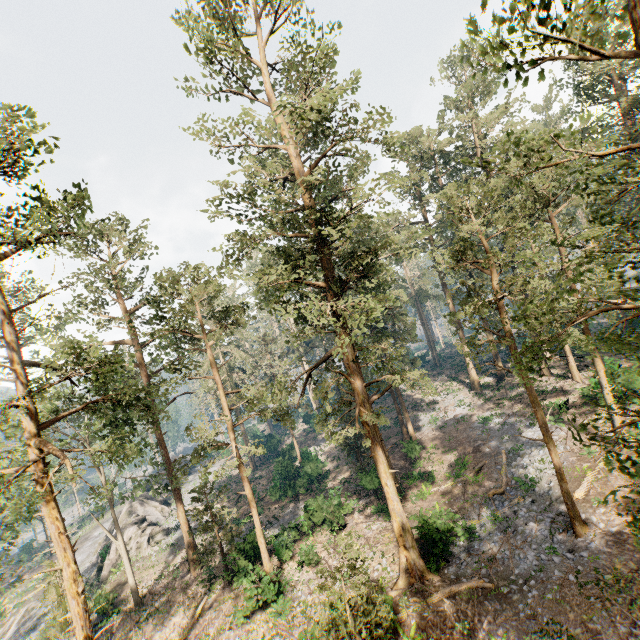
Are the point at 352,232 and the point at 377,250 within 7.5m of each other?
yes

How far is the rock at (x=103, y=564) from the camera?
31.73m

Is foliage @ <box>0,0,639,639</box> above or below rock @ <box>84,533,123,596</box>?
above

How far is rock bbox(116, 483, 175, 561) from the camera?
32.7 meters

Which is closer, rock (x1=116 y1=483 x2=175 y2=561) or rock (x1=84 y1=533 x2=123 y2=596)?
rock (x1=84 y1=533 x2=123 y2=596)

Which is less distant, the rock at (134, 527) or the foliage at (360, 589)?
the foliage at (360, 589)

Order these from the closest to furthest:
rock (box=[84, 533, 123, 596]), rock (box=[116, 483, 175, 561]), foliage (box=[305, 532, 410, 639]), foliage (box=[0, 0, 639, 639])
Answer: foliage (box=[0, 0, 639, 639]) → foliage (box=[305, 532, 410, 639]) → rock (box=[84, 533, 123, 596]) → rock (box=[116, 483, 175, 561])
